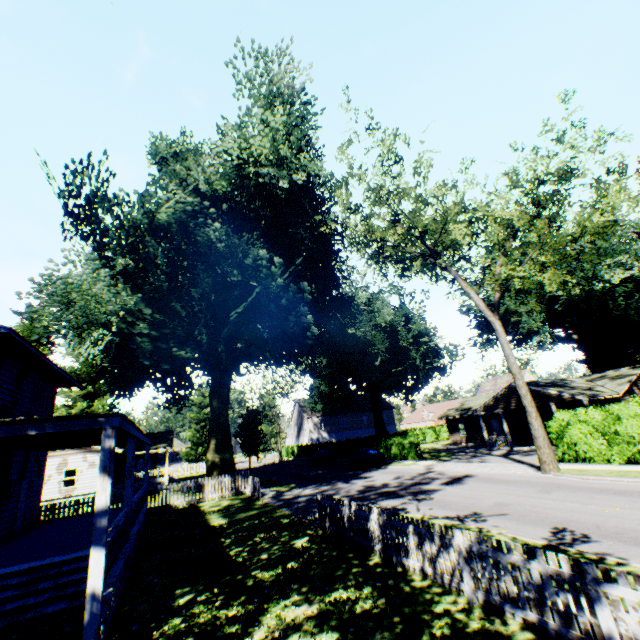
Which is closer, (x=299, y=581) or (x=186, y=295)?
(x=299, y=581)

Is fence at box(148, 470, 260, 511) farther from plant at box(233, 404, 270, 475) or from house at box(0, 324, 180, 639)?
house at box(0, 324, 180, 639)

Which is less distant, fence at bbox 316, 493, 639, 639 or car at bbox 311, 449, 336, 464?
fence at bbox 316, 493, 639, 639

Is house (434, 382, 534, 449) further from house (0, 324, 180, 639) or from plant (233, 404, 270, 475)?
house (0, 324, 180, 639)

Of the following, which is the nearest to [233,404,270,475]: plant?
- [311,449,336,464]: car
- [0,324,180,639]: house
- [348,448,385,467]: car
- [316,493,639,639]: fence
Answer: [0,324,180,639]: house

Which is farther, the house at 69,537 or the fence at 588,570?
the house at 69,537

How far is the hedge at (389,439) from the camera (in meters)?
32.34

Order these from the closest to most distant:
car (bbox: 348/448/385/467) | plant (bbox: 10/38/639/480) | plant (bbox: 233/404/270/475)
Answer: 1. plant (bbox: 10/38/639/480)
2. car (bbox: 348/448/385/467)
3. plant (bbox: 233/404/270/475)
